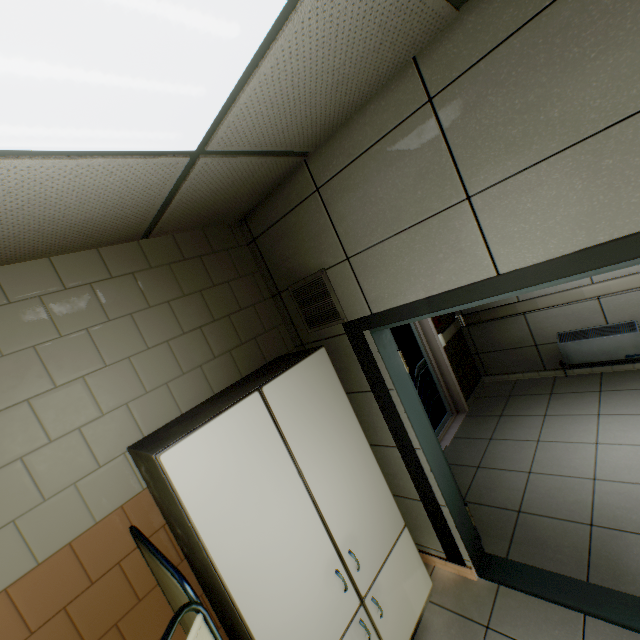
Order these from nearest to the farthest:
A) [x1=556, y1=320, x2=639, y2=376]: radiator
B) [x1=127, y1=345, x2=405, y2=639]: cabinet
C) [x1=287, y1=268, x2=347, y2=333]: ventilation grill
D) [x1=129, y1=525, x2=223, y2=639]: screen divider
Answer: [x1=129, y1=525, x2=223, y2=639]: screen divider → [x1=127, y1=345, x2=405, y2=639]: cabinet → [x1=287, y1=268, x2=347, y2=333]: ventilation grill → [x1=556, y1=320, x2=639, y2=376]: radiator

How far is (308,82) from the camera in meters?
1.3 m

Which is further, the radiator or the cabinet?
the radiator

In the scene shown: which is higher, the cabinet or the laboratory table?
the cabinet

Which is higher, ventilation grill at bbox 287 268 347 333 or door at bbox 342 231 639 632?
ventilation grill at bbox 287 268 347 333

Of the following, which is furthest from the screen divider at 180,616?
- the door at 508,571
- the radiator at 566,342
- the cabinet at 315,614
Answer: the radiator at 566,342

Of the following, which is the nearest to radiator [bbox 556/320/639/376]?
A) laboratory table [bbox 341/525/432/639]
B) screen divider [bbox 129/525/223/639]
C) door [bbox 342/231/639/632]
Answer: door [bbox 342/231/639/632]

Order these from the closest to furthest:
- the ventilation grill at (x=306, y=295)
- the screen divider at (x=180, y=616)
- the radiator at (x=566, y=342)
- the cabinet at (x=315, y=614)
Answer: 1. the screen divider at (x=180, y=616)
2. the cabinet at (x=315, y=614)
3. the ventilation grill at (x=306, y=295)
4. the radiator at (x=566, y=342)
